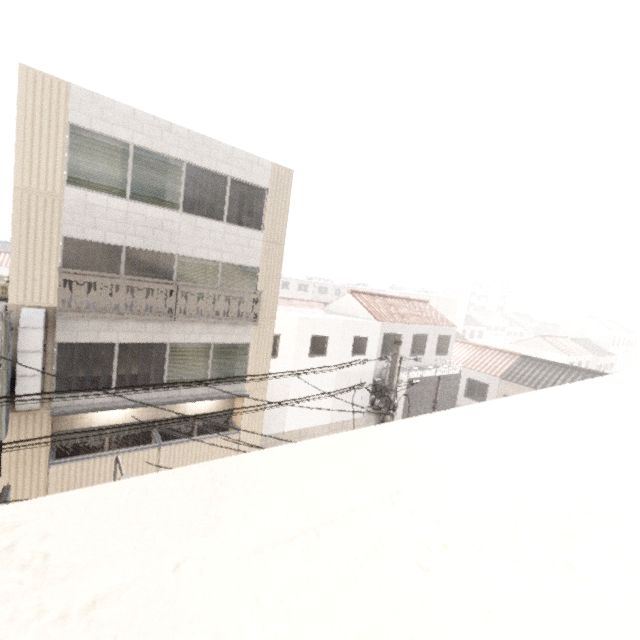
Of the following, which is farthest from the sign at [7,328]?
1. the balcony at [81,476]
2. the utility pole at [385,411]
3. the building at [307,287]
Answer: the building at [307,287]

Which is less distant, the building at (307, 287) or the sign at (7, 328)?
the sign at (7, 328)

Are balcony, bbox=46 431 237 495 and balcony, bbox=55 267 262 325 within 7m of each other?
yes

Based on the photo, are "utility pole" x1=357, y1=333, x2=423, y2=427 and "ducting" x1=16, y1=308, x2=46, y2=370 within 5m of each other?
no

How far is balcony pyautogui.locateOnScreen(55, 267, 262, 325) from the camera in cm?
882

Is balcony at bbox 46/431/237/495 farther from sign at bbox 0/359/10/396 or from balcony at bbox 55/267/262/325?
balcony at bbox 55/267/262/325

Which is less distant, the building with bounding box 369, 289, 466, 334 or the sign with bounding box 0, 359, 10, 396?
the sign with bounding box 0, 359, 10, 396

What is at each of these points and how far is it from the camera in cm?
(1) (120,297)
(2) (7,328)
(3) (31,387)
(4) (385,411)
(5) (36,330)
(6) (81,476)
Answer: (1) balcony, 947
(2) sign, 794
(3) ducting, 862
(4) utility pole, 860
(5) ducting, 849
(6) balcony, 998
